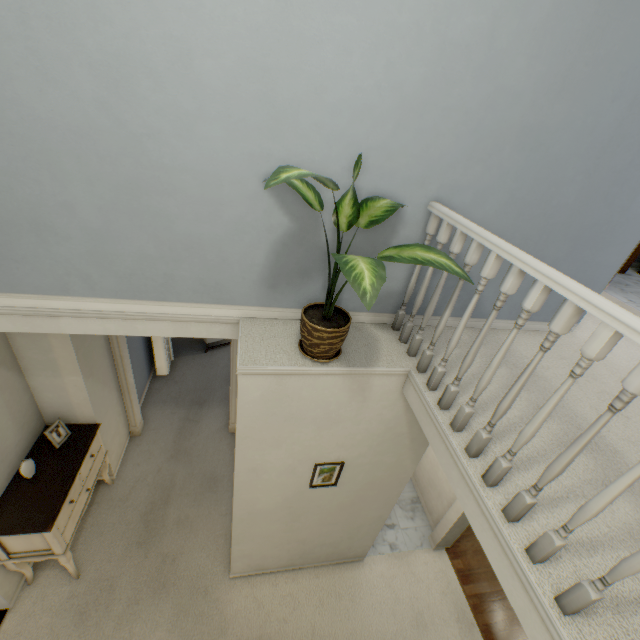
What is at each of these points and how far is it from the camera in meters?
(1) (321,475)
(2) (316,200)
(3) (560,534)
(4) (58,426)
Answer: (1) picture, 2.3
(2) plant, 1.5
(3) stairs, 1.0
(4) photo frame, 2.8

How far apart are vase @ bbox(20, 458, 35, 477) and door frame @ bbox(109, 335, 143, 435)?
1.10m

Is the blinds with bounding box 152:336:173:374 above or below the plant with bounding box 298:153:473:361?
below

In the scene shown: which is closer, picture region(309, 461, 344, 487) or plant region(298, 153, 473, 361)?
plant region(298, 153, 473, 361)

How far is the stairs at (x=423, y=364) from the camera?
1.5 meters

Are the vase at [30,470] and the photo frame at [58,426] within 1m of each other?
yes

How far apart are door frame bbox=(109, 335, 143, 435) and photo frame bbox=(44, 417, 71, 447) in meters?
0.7

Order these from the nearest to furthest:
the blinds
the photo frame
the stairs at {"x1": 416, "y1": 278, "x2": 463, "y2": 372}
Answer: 1. the stairs at {"x1": 416, "y1": 278, "x2": 463, "y2": 372}
2. the photo frame
3. the blinds
